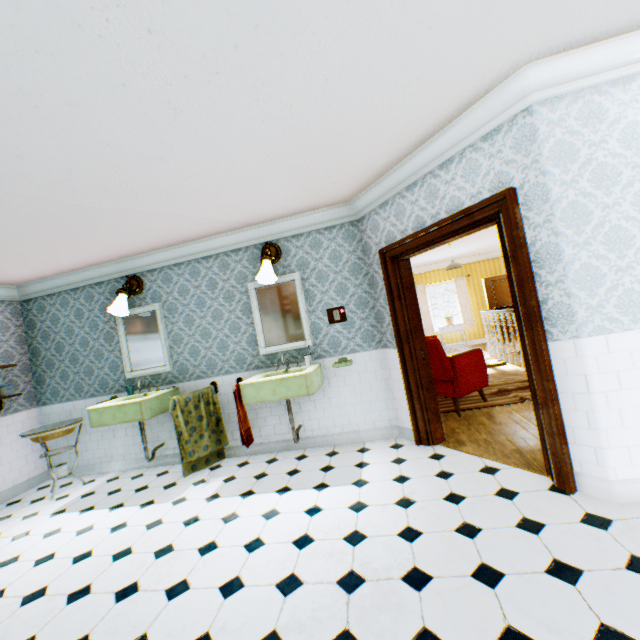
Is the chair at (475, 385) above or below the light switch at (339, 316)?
below

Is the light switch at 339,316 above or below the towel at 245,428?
above

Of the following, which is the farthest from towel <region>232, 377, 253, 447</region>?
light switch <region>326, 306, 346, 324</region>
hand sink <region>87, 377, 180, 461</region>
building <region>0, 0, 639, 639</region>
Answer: light switch <region>326, 306, 346, 324</region>

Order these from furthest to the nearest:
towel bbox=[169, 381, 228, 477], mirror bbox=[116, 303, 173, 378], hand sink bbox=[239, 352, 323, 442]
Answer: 1. mirror bbox=[116, 303, 173, 378]
2. towel bbox=[169, 381, 228, 477]
3. hand sink bbox=[239, 352, 323, 442]

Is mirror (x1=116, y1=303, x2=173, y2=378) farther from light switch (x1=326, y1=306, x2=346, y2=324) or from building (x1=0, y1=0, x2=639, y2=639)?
light switch (x1=326, y1=306, x2=346, y2=324)

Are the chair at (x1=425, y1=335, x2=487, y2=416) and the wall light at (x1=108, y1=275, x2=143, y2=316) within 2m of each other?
no

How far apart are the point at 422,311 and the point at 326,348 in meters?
8.4 m

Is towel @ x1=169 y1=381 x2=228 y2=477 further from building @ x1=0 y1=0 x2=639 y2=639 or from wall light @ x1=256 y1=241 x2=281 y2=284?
wall light @ x1=256 y1=241 x2=281 y2=284
